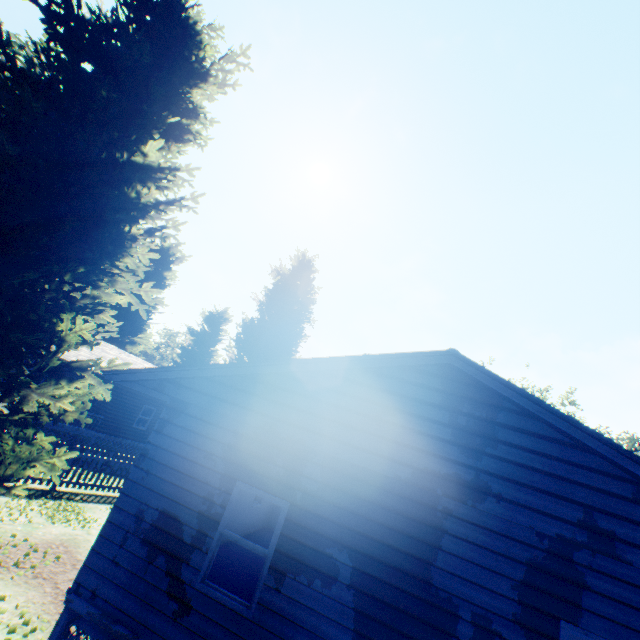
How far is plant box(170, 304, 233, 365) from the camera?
38.8m

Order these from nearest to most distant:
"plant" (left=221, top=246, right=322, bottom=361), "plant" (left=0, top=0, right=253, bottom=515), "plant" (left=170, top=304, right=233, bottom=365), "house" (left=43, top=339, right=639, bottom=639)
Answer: "house" (left=43, top=339, right=639, bottom=639), "plant" (left=0, top=0, right=253, bottom=515), "plant" (left=221, top=246, right=322, bottom=361), "plant" (left=170, top=304, right=233, bottom=365)

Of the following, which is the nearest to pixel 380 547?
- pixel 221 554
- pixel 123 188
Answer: pixel 221 554

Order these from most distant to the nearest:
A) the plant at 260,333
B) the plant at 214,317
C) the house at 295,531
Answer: the plant at 214,317, the plant at 260,333, the house at 295,531

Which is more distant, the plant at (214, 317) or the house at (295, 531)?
the plant at (214, 317)

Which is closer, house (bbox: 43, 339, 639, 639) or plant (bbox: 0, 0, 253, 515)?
house (bbox: 43, 339, 639, 639)

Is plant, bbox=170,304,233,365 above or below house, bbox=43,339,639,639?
above
